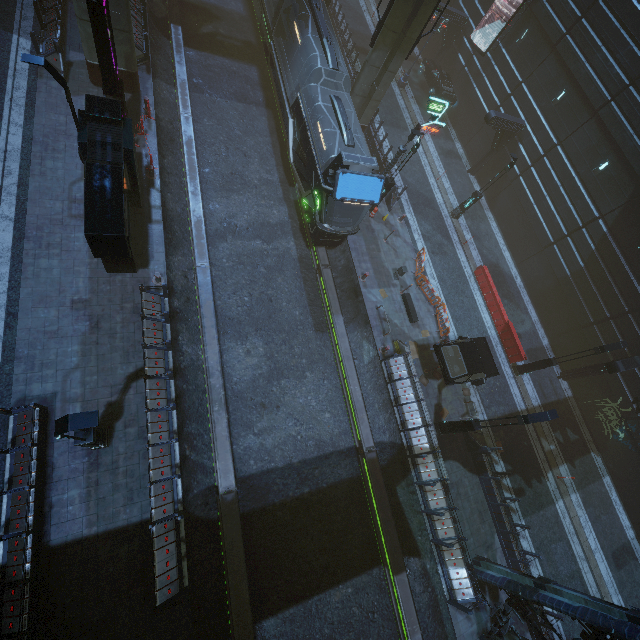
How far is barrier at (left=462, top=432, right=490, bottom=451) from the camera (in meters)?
16.13

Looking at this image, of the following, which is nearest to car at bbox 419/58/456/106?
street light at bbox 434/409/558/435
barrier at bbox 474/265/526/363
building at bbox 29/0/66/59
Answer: building at bbox 29/0/66/59

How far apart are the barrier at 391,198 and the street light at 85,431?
19.4 meters

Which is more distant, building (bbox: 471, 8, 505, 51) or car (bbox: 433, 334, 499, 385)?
building (bbox: 471, 8, 505, 51)

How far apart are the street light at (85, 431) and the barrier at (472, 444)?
16.3 meters

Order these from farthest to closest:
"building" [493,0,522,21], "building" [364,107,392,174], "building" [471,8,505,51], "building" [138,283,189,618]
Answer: "building" [471,8,505,51] < "building" [493,0,522,21] < "building" [364,107,392,174] < "building" [138,283,189,618]

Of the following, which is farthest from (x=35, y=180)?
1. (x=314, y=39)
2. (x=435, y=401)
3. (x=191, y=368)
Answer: (x=435, y=401)
